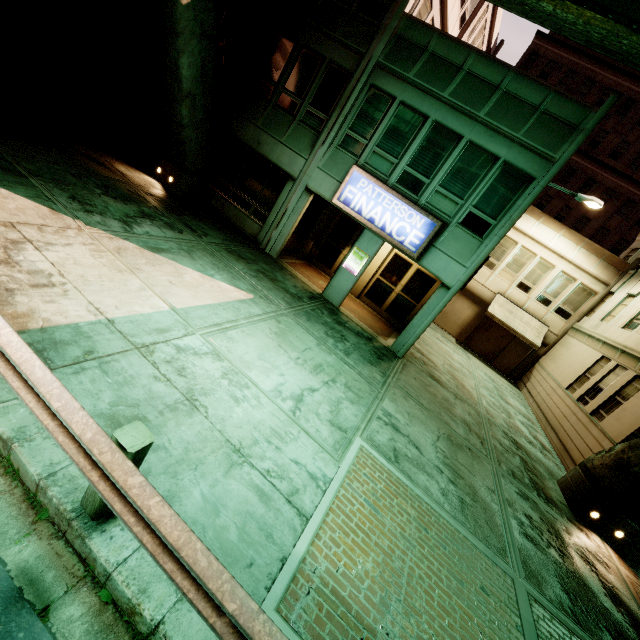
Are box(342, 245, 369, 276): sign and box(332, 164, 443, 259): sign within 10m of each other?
yes

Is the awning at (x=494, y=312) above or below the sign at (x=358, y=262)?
above

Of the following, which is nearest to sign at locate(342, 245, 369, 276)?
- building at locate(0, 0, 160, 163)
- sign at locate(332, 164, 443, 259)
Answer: sign at locate(332, 164, 443, 259)

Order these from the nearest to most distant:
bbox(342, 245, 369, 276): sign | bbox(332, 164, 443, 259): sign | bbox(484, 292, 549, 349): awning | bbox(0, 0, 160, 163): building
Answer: bbox(0, 0, 160, 163): building < bbox(332, 164, 443, 259): sign < bbox(342, 245, 369, 276): sign < bbox(484, 292, 549, 349): awning

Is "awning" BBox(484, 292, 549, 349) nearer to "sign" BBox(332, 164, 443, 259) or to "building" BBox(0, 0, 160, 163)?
"sign" BBox(332, 164, 443, 259)

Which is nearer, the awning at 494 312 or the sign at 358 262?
the sign at 358 262

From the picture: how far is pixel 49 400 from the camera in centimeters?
267cm
